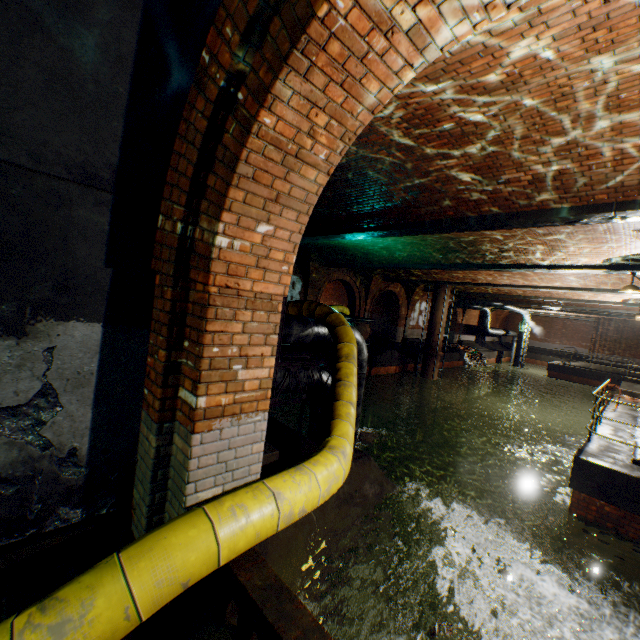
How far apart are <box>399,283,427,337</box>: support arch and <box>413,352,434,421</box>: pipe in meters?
3.8 m

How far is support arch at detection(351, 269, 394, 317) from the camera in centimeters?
1848cm

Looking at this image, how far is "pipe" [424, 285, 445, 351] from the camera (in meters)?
18.88

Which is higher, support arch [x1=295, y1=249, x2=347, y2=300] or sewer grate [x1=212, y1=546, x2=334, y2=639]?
support arch [x1=295, y1=249, x2=347, y2=300]

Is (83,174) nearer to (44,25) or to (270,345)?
(44,25)

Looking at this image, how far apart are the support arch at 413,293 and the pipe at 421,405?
3.8m

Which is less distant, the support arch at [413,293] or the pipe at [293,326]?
the pipe at [293,326]

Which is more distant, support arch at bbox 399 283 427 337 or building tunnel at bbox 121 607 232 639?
support arch at bbox 399 283 427 337
